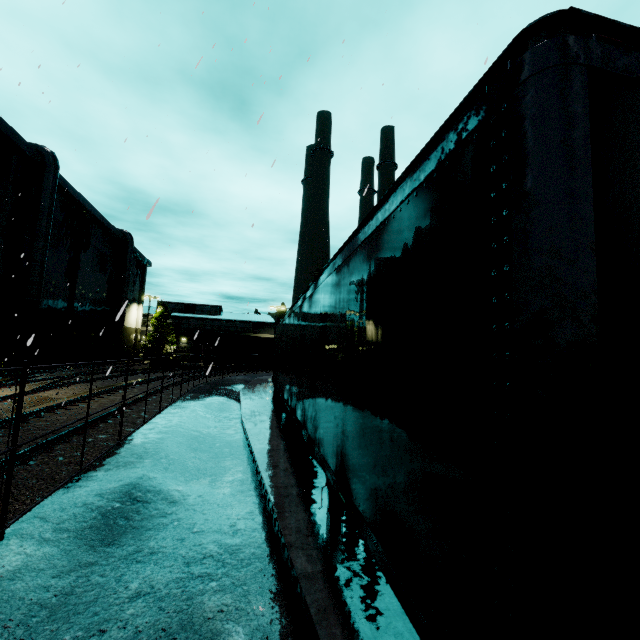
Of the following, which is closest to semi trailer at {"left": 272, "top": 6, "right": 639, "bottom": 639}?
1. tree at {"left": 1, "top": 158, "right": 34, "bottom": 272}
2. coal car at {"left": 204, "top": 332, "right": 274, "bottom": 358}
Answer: tree at {"left": 1, "top": 158, "right": 34, "bottom": 272}

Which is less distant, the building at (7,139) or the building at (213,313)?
the building at (7,139)

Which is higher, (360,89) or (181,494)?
(360,89)

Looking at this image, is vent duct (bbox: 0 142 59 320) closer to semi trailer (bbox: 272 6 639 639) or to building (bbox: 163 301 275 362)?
building (bbox: 163 301 275 362)

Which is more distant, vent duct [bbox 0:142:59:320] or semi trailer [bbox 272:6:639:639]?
vent duct [bbox 0:142:59:320]

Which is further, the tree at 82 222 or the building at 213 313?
the building at 213 313

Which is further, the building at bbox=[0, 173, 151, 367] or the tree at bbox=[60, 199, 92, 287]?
the tree at bbox=[60, 199, 92, 287]
